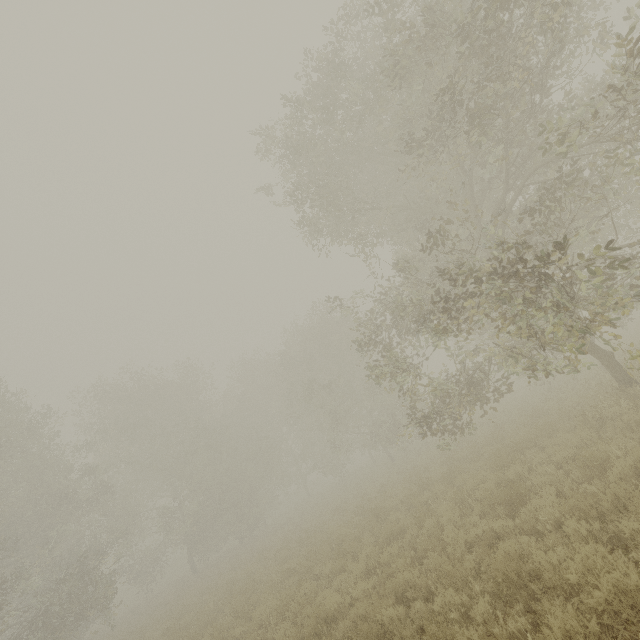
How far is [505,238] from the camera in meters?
13.2 m
